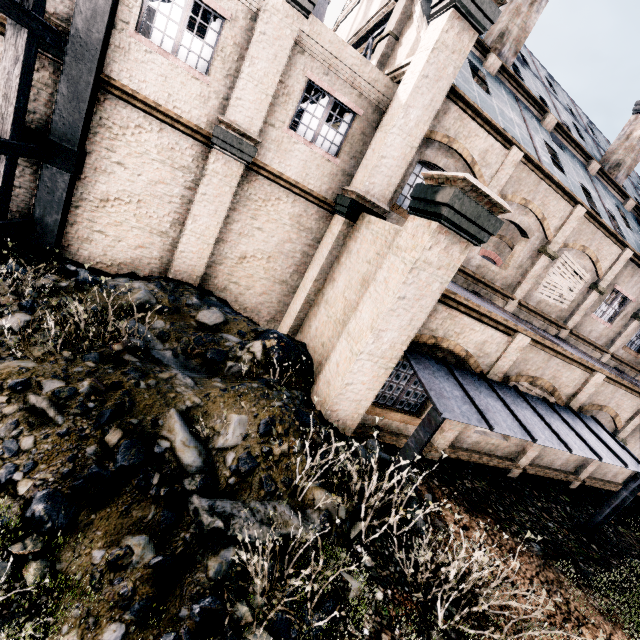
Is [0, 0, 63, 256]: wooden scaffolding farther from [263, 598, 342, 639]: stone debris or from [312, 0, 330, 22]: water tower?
[312, 0, 330, 22]: water tower

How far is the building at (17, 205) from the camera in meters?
9.3 m

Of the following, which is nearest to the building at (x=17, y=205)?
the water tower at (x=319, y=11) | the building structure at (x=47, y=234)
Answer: the building structure at (x=47, y=234)

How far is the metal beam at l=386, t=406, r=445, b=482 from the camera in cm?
Result: 635

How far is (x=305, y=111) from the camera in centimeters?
1089cm

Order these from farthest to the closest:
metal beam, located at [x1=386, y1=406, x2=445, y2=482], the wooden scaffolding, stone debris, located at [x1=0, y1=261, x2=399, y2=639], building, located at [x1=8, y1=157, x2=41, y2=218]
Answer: building, located at [x1=8, y1=157, x2=41, y2=218] < the wooden scaffolding < metal beam, located at [x1=386, y1=406, x2=445, y2=482] < stone debris, located at [x1=0, y1=261, x2=399, y2=639]

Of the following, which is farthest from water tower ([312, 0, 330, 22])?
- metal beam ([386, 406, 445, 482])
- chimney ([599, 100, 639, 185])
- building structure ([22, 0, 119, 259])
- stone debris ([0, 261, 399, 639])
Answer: metal beam ([386, 406, 445, 482])

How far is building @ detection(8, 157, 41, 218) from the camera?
9.33m
